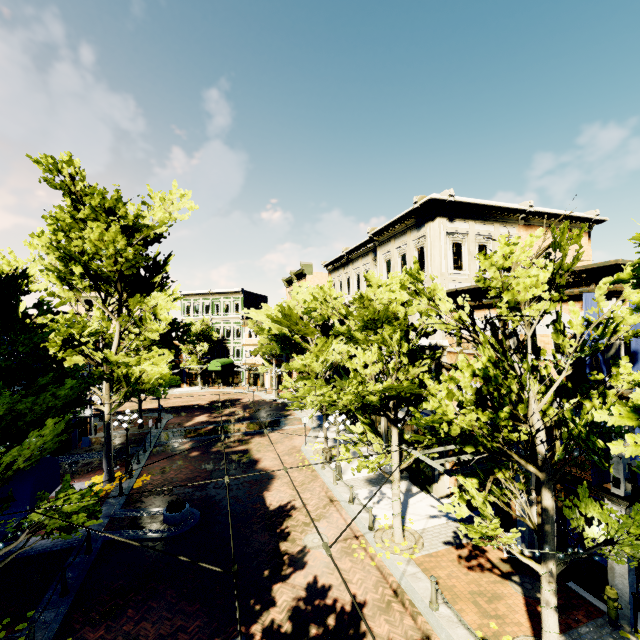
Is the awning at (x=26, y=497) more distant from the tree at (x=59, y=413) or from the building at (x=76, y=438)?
the building at (x=76, y=438)

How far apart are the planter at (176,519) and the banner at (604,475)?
14.5 meters

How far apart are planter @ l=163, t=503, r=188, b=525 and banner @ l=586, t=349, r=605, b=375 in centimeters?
1445cm

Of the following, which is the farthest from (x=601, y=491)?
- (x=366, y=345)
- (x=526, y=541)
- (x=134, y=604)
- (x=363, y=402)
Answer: (x=134, y=604)

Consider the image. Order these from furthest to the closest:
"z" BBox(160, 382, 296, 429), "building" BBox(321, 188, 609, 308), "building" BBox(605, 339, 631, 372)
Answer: "z" BBox(160, 382, 296, 429)
"building" BBox(321, 188, 609, 308)
"building" BBox(605, 339, 631, 372)

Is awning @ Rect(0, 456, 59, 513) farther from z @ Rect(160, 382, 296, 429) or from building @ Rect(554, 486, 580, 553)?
z @ Rect(160, 382, 296, 429)

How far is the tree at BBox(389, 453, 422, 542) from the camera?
12.1m
